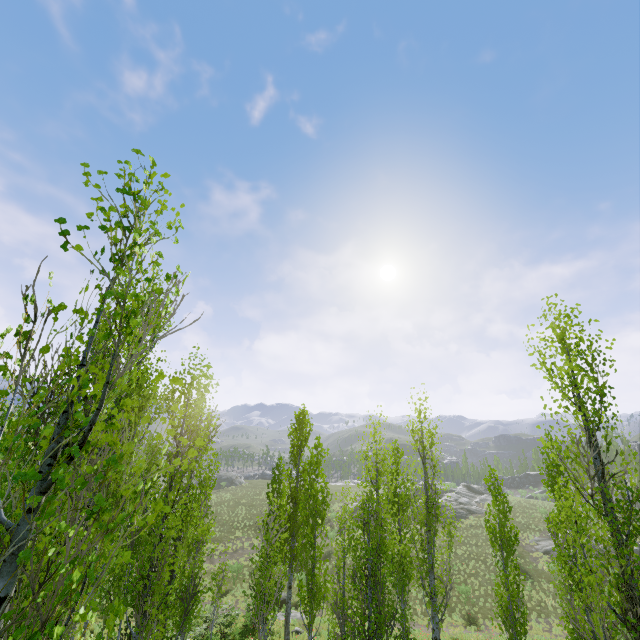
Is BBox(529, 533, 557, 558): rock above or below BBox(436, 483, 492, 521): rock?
below

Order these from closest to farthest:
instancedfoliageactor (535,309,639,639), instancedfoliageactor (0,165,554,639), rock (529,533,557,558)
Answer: instancedfoliageactor (0,165,554,639)
instancedfoliageactor (535,309,639,639)
rock (529,533,557,558)

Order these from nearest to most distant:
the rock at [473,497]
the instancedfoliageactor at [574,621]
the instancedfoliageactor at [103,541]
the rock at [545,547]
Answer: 1. the instancedfoliageactor at [103,541]
2. the instancedfoliageactor at [574,621]
3. the rock at [545,547]
4. the rock at [473,497]

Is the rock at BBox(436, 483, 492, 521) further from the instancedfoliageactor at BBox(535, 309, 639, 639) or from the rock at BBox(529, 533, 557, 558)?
→ the rock at BBox(529, 533, 557, 558)

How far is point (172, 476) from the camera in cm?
725

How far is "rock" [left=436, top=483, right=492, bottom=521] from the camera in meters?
46.3

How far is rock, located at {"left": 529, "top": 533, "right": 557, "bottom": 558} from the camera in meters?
34.9

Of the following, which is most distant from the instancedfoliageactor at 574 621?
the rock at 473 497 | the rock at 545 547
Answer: the rock at 545 547
